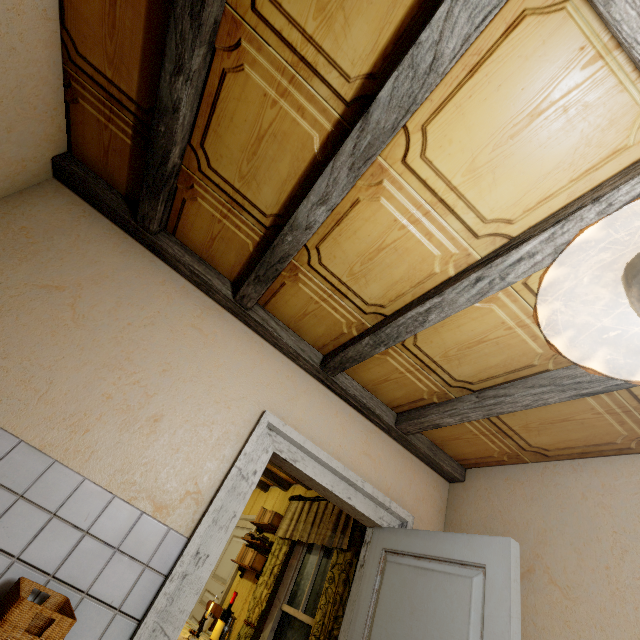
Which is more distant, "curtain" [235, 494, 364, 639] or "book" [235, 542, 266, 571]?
"book" [235, 542, 266, 571]

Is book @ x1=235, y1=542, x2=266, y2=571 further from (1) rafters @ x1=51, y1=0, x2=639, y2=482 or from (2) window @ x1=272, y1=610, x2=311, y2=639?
(1) rafters @ x1=51, y1=0, x2=639, y2=482

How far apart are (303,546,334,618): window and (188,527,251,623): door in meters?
1.9

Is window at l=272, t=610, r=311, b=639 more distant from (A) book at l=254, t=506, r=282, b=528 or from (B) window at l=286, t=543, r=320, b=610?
(A) book at l=254, t=506, r=282, b=528

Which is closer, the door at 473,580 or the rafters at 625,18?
the rafters at 625,18

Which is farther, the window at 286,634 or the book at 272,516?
the book at 272,516

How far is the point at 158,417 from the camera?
2.0m

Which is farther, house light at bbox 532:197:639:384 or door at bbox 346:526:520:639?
door at bbox 346:526:520:639
